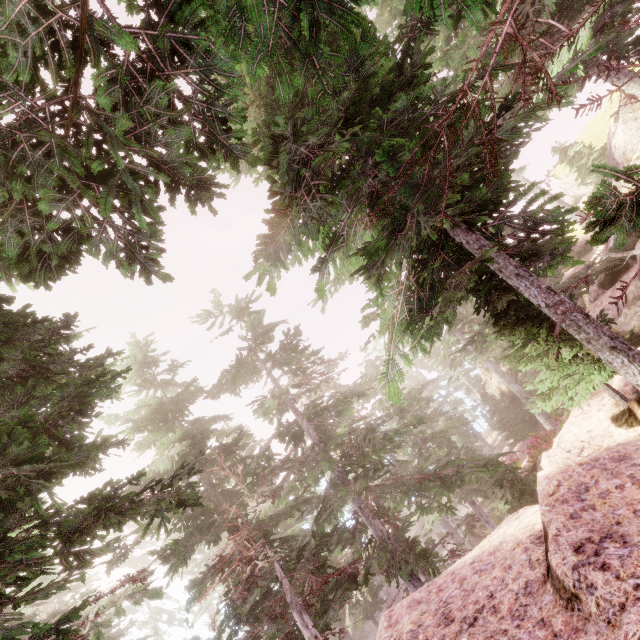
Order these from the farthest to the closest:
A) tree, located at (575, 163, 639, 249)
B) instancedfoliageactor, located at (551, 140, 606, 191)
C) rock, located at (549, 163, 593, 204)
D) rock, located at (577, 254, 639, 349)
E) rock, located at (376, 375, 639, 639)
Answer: rock, located at (549, 163, 593, 204)
instancedfoliageactor, located at (551, 140, 606, 191)
rock, located at (577, 254, 639, 349)
rock, located at (376, 375, 639, 639)
tree, located at (575, 163, 639, 249)

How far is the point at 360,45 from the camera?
4.11m

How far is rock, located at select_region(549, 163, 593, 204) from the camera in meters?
28.7 m

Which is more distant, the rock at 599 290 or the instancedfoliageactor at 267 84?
the rock at 599 290

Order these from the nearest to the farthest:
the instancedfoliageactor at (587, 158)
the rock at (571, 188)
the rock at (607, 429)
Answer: the rock at (607, 429) < the instancedfoliageactor at (587, 158) < the rock at (571, 188)

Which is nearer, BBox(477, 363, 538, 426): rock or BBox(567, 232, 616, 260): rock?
BBox(567, 232, 616, 260): rock
